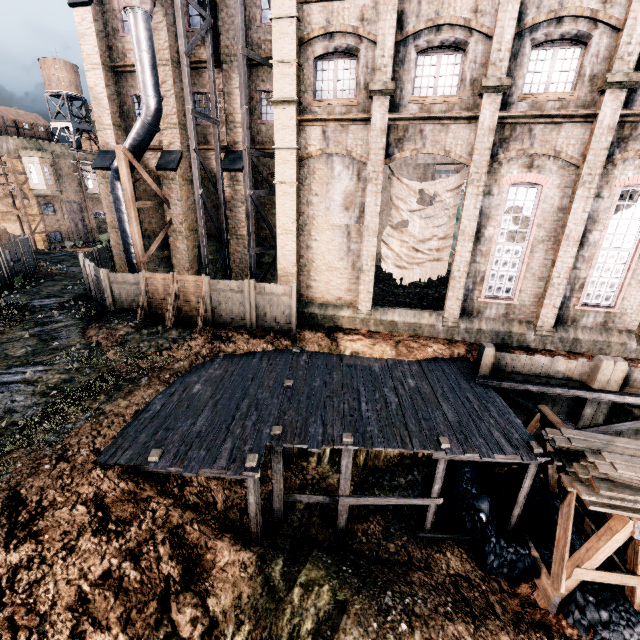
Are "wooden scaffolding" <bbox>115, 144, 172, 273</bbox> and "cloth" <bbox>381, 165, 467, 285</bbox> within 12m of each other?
no

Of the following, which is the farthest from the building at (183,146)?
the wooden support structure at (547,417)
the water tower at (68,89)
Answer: the wooden support structure at (547,417)

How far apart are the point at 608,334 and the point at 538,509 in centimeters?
947cm

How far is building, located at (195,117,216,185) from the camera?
20.8 meters

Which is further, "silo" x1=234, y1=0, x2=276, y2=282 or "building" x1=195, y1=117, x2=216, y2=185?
"building" x1=195, y1=117, x2=216, y2=185

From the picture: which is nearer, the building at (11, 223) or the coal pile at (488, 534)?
the coal pile at (488, 534)

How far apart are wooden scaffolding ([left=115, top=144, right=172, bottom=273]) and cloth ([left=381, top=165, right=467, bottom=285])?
13.9 meters

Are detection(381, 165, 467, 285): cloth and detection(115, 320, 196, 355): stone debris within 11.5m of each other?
yes
